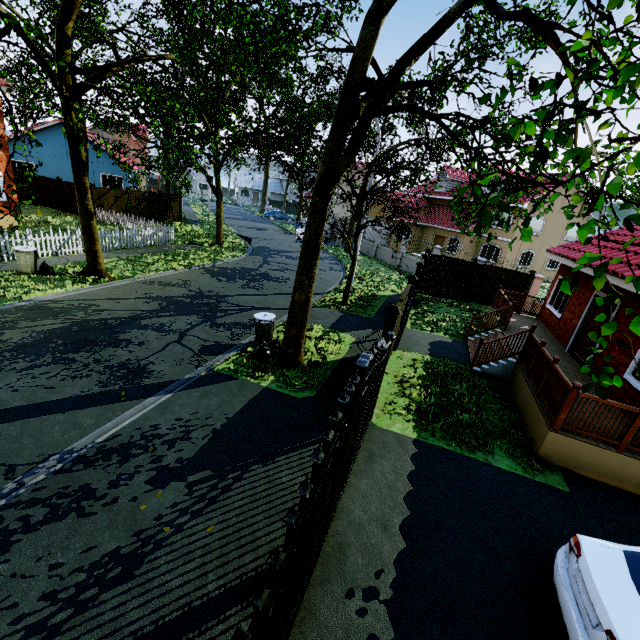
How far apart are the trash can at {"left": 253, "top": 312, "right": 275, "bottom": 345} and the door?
9.4m

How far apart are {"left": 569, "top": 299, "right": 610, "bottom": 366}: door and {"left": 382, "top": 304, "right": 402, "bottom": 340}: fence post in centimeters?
702cm

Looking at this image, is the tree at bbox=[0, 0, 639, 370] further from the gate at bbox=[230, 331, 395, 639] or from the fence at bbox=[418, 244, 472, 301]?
the gate at bbox=[230, 331, 395, 639]

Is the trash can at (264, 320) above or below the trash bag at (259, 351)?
above

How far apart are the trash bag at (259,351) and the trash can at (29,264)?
9.6 meters

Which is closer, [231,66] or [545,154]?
[545,154]

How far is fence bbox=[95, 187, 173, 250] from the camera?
17.4m

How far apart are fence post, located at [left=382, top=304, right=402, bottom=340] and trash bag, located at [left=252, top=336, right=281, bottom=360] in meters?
3.1
